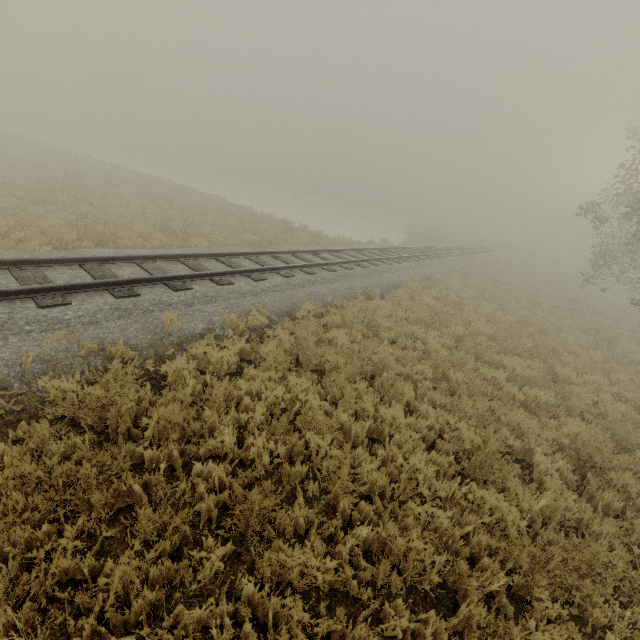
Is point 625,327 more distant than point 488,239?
No
